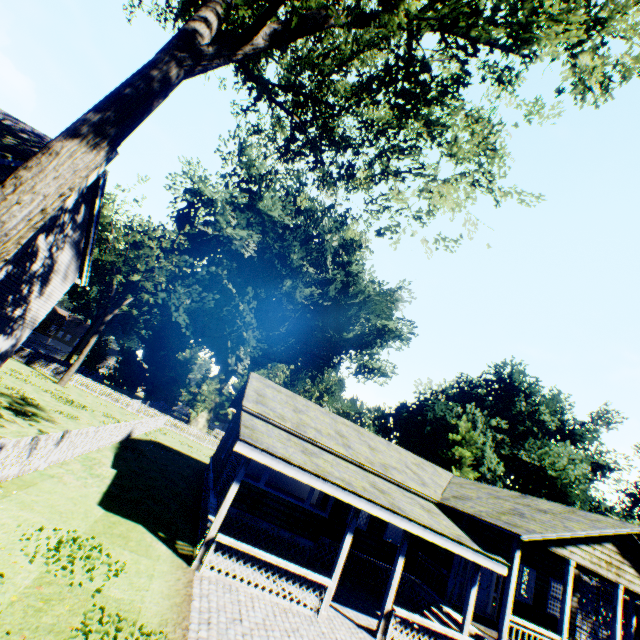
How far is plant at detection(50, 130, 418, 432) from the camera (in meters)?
33.50

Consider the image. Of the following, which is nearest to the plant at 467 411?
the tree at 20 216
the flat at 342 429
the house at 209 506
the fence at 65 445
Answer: the fence at 65 445

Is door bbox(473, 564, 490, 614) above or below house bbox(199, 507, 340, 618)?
above

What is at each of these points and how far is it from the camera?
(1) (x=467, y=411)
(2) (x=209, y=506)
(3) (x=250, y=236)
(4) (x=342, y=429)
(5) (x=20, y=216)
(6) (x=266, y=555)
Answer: (1) plant, 45.78m
(2) house, 10.66m
(3) plant, 41.09m
(4) flat, 18.02m
(5) tree, 3.76m
(6) house, 9.14m

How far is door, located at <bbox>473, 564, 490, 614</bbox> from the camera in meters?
14.2

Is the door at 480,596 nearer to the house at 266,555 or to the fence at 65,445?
the house at 266,555

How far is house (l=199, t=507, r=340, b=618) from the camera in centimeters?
893cm
